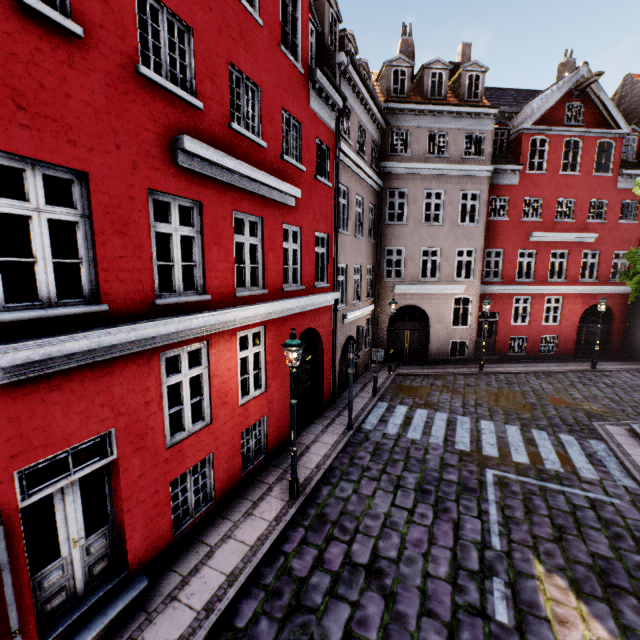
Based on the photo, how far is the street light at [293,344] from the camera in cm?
679

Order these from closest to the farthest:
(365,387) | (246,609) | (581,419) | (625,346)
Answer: (246,609) → (581,419) → (365,387) → (625,346)

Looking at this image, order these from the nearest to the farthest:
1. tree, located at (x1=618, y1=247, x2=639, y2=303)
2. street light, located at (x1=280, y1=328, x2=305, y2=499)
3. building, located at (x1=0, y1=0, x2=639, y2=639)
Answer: building, located at (x1=0, y1=0, x2=639, y2=639) → street light, located at (x1=280, y1=328, x2=305, y2=499) → tree, located at (x1=618, y1=247, x2=639, y2=303)

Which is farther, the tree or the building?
the tree

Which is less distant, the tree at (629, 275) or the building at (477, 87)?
the building at (477, 87)

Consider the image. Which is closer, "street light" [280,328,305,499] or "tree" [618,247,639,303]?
"street light" [280,328,305,499]

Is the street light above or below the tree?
below

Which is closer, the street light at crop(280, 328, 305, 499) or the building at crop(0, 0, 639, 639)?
the building at crop(0, 0, 639, 639)
